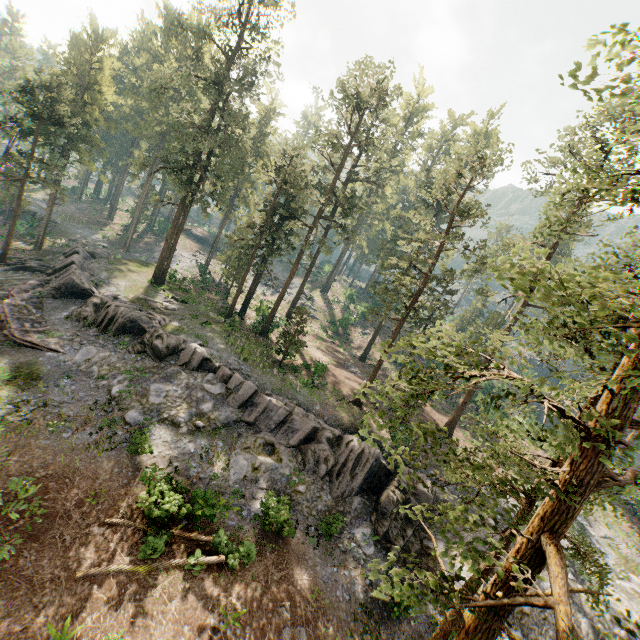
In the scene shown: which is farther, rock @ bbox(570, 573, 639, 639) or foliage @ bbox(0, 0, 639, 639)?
rock @ bbox(570, 573, 639, 639)

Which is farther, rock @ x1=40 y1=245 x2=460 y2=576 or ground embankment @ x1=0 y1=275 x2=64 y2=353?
ground embankment @ x1=0 y1=275 x2=64 y2=353

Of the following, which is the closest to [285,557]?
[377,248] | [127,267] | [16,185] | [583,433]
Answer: [583,433]

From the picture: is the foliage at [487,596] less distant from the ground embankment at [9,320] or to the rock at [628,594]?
the rock at [628,594]

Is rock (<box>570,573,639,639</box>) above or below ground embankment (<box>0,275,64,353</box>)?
above

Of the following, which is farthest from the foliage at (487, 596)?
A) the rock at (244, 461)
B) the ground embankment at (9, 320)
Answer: the ground embankment at (9, 320)

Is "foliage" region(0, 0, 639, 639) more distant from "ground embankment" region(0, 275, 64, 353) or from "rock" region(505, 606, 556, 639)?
"ground embankment" region(0, 275, 64, 353)
